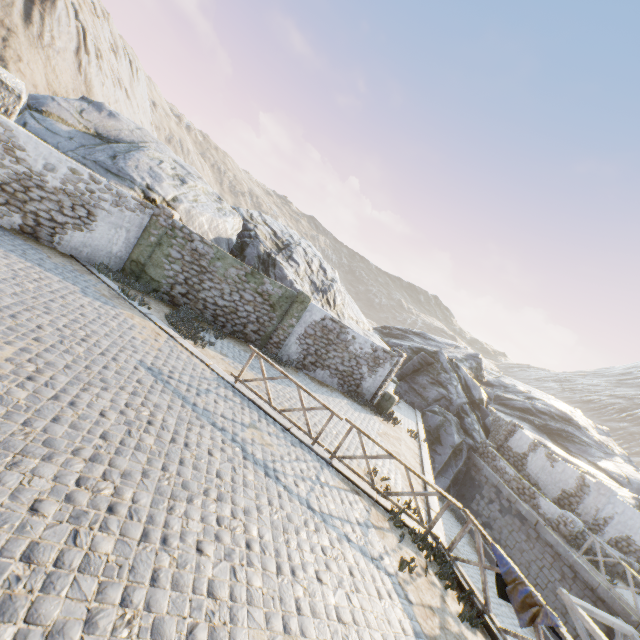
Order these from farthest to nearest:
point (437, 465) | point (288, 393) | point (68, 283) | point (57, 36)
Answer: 1. point (57, 36)
2. point (437, 465)
3. point (288, 393)
4. point (68, 283)

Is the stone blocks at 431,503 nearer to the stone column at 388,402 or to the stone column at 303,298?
the stone column at 388,402

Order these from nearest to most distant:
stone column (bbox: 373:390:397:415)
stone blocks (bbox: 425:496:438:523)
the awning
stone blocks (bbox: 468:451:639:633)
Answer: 1. stone blocks (bbox: 425:496:438:523)
2. the awning
3. stone blocks (bbox: 468:451:639:633)
4. stone column (bbox: 373:390:397:415)

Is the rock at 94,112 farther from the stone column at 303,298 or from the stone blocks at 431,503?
the stone column at 303,298

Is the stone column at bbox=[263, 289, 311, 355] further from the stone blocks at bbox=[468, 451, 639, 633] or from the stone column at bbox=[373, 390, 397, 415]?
the stone column at bbox=[373, 390, 397, 415]

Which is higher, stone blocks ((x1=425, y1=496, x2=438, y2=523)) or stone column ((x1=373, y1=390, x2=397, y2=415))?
stone column ((x1=373, y1=390, x2=397, y2=415))

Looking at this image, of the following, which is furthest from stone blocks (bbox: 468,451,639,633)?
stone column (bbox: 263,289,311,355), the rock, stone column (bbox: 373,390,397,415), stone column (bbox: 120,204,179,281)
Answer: stone column (bbox: 263,289,311,355)

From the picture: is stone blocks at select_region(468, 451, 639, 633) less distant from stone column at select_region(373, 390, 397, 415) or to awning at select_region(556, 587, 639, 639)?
awning at select_region(556, 587, 639, 639)
